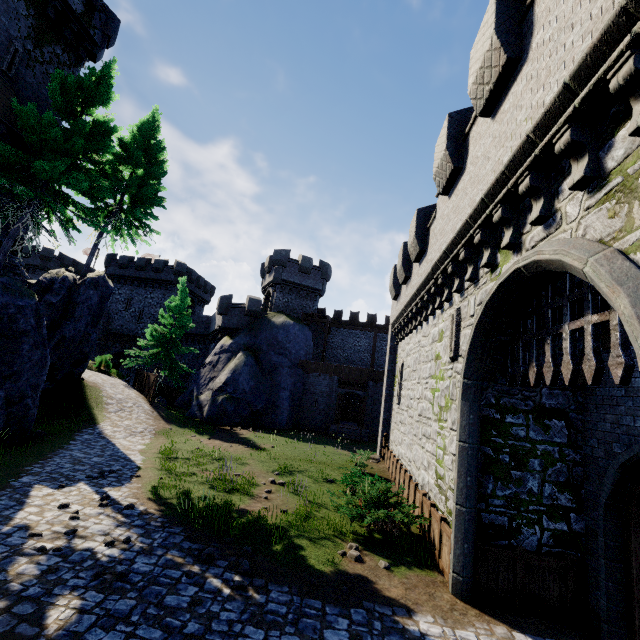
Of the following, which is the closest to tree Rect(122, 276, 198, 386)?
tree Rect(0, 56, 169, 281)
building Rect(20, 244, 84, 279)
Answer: tree Rect(0, 56, 169, 281)

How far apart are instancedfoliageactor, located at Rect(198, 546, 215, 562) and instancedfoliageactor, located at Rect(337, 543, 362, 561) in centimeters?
293cm

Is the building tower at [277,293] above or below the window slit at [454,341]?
above

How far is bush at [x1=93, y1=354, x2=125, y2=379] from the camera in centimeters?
→ 2887cm

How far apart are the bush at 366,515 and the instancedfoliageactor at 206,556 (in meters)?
3.59

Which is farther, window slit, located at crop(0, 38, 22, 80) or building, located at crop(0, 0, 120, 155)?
window slit, located at crop(0, 38, 22, 80)

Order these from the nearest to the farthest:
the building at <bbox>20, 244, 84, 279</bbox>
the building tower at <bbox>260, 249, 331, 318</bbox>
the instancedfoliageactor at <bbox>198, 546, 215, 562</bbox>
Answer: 1. the instancedfoliageactor at <bbox>198, 546, 215, 562</bbox>
2. the building tower at <bbox>260, 249, 331, 318</bbox>
3. the building at <bbox>20, 244, 84, 279</bbox>

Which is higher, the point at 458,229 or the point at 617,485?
the point at 458,229
